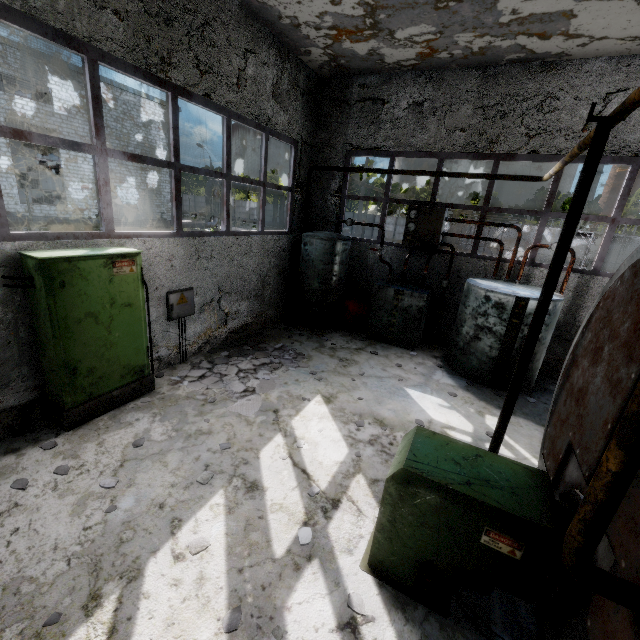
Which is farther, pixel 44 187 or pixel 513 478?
pixel 44 187

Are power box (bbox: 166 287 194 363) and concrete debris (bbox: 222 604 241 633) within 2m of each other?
no

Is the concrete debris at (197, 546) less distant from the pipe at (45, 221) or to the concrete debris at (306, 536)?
the concrete debris at (306, 536)

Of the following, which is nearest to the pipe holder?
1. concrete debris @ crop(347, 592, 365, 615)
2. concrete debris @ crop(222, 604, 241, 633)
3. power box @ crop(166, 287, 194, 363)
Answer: concrete debris @ crop(347, 592, 365, 615)

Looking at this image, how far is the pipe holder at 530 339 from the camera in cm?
301

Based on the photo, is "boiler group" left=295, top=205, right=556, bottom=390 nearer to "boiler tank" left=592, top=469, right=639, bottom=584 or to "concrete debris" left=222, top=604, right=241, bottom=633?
"boiler tank" left=592, top=469, right=639, bottom=584

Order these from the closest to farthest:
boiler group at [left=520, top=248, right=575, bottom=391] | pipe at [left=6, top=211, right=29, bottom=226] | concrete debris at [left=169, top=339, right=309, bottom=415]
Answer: concrete debris at [left=169, top=339, right=309, bottom=415], boiler group at [left=520, top=248, right=575, bottom=391], pipe at [left=6, top=211, right=29, bottom=226]

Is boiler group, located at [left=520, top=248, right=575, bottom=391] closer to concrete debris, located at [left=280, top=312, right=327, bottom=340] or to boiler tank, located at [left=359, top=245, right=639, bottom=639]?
concrete debris, located at [left=280, top=312, right=327, bottom=340]
